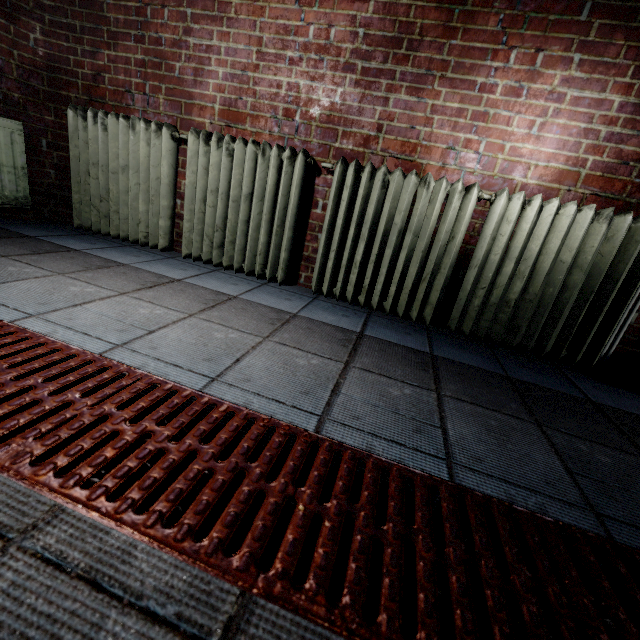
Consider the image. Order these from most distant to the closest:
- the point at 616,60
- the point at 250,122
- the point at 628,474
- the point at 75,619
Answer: the point at 250,122 → the point at 616,60 → the point at 628,474 → the point at 75,619

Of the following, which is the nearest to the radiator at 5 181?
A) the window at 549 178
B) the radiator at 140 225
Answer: the radiator at 140 225

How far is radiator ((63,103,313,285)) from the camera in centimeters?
196cm

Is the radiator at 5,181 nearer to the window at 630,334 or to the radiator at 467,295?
the radiator at 467,295

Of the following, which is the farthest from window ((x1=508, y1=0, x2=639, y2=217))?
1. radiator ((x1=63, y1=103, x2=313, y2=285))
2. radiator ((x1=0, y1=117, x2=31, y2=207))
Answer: radiator ((x1=0, y1=117, x2=31, y2=207))

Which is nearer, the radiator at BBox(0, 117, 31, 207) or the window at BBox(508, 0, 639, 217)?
the window at BBox(508, 0, 639, 217)
